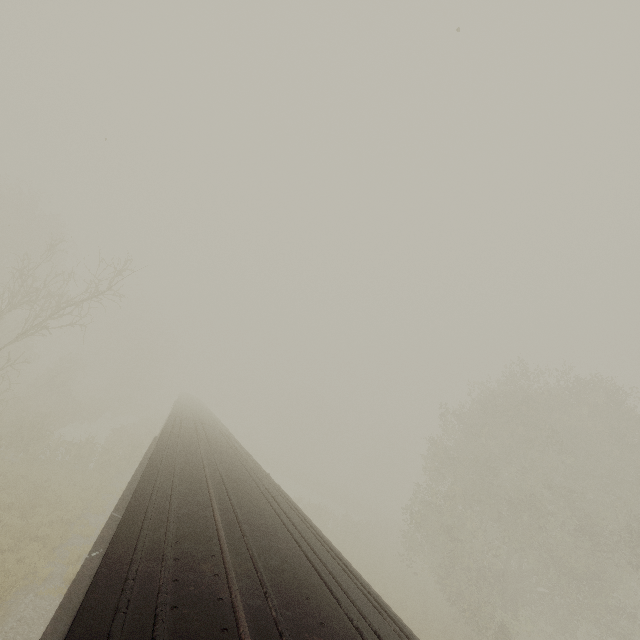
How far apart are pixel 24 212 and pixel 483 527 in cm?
5207

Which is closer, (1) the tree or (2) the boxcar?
(2) the boxcar

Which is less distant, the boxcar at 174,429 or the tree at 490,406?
the boxcar at 174,429
